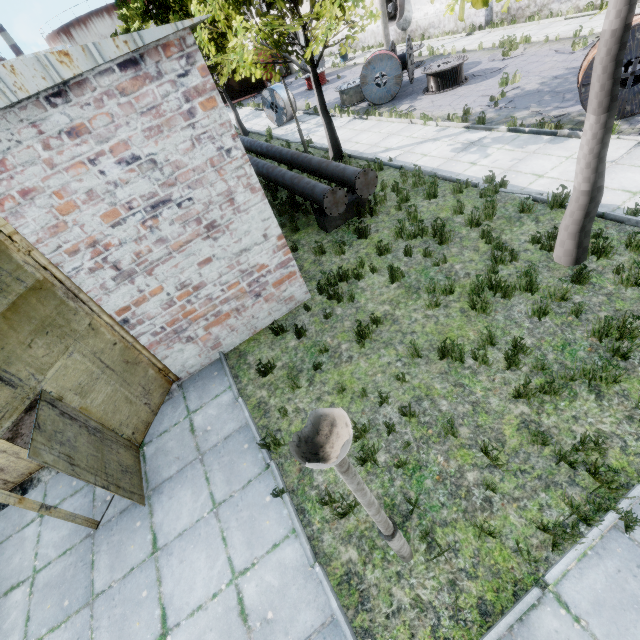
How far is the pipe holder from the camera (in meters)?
9.11

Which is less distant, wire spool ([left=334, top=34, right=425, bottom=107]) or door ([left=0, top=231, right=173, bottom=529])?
door ([left=0, top=231, right=173, bottom=529])

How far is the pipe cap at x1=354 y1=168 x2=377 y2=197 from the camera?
8.4 meters

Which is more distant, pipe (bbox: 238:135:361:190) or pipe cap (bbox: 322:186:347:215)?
pipe (bbox: 238:135:361:190)

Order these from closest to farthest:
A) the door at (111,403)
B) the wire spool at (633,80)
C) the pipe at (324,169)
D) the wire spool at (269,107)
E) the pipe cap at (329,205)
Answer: the door at (111,403), the wire spool at (633,80), the pipe cap at (329,205), the pipe at (324,169), the wire spool at (269,107)

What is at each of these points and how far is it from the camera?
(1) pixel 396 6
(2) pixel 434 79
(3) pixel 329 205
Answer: (1) fan, 24.78m
(2) wire spool, 14.81m
(3) pipe cap, 8.35m

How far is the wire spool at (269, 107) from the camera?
18.6 meters

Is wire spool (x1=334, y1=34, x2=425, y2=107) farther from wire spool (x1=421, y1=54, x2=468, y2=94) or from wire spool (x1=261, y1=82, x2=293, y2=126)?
wire spool (x1=261, y1=82, x2=293, y2=126)
